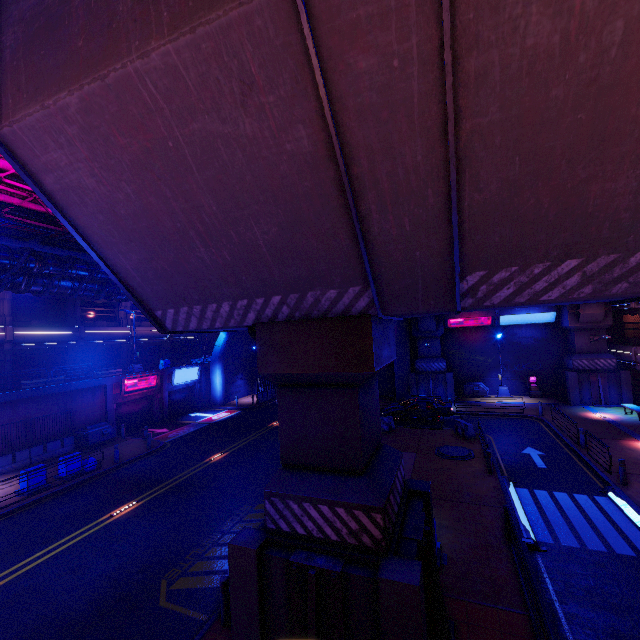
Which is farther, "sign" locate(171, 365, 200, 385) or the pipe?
"sign" locate(171, 365, 200, 385)

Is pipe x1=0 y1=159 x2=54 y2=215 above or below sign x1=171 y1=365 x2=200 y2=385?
above

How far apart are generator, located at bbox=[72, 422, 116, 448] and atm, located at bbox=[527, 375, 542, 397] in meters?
35.3 m

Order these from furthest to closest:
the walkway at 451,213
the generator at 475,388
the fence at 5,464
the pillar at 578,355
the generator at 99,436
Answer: the generator at 475,388 → the pillar at 578,355 → the generator at 99,436 → the fence at 5,464 → the walkway at 451,213

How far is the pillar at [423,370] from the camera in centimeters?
3009cm

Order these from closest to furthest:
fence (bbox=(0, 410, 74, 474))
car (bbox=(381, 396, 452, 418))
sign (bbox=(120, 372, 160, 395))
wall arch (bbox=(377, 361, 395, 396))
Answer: fence (bbox=(0, 410, 74, 474))
car (bbox=(381, 396, 452, 418))
sign (bbox=(120, 372, 160, 395))
wall arch (bbox=(377, 361, 395, 396))

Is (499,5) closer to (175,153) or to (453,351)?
(175,153)

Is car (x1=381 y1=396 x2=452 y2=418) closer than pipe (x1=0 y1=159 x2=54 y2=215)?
No
